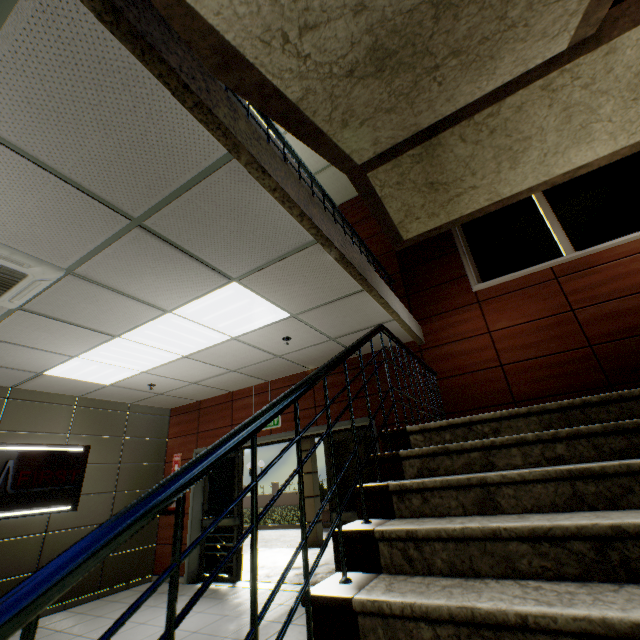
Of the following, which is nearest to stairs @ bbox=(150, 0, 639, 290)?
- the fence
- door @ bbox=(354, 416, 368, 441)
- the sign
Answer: door @ bbox=(354, 416, 368, 441)

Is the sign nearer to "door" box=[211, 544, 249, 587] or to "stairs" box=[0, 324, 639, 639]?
"door" box=[211, 544, 249, 587]

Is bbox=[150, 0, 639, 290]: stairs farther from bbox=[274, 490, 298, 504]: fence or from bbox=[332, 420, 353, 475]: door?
bbox=[274, 490, 298, 504]: fence

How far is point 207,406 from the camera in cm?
706

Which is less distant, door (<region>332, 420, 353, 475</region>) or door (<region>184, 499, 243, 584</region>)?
door (<region>332, 420, 353, 475</region>)

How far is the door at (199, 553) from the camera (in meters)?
5.88

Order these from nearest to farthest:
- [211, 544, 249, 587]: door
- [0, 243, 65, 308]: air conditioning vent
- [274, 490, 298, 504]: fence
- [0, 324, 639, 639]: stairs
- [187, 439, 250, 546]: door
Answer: [0, 324, 639, 639]: stairs < [0, 243, 65, 308]: air conditioning vent < [211, 544, 249, 587]: door < [187, 439, 250, 546]: door < [274, 490, 298, 504]: fence
